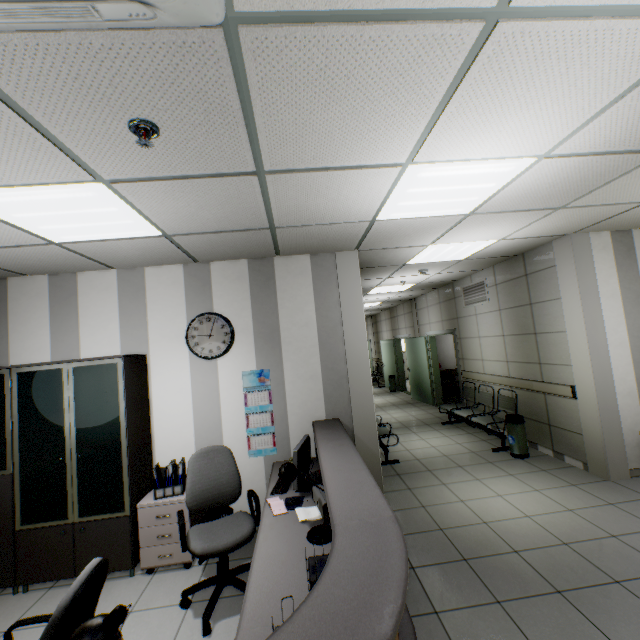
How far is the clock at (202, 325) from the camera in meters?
3.9

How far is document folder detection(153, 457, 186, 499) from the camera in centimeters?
333cm

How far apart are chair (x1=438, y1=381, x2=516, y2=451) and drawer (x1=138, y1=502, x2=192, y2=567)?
4.8 meters

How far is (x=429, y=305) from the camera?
9.19m

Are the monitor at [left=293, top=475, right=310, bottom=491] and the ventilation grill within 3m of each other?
no

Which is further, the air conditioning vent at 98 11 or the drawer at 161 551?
the drawer at 161 551

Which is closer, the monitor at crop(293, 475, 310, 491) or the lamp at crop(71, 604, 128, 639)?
the lamp at crop(71, 604, 128, 639)

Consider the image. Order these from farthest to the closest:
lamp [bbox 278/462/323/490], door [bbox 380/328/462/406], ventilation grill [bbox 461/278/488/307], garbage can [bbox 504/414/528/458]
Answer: door [bbox 380/328/462/406] → ventilation grill [bbox 461/278/488/307] → garbage can [bbox 504/414/528/458] → lamp [bbox 278/462/323/490]
